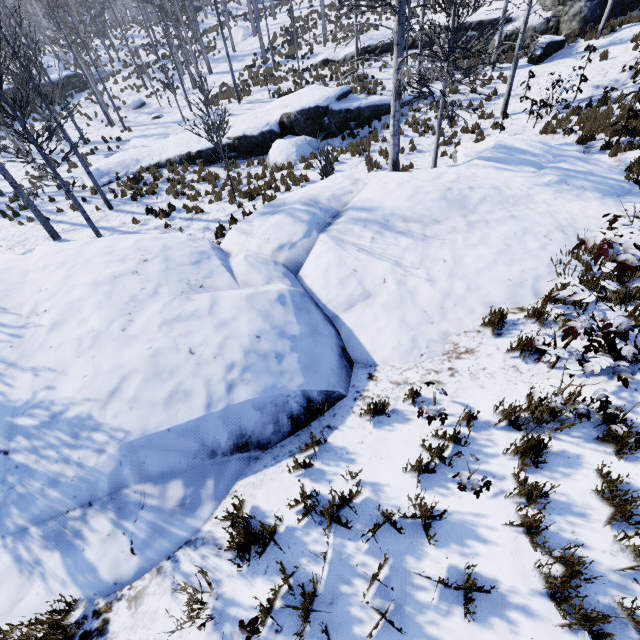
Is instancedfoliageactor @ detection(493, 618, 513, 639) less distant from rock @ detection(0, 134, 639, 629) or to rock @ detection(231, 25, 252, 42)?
rock @ detection(0, 134, 639, 629)

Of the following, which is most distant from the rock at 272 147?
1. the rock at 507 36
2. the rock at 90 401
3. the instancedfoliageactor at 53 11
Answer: the rock at 90 401

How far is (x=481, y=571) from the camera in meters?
2.3

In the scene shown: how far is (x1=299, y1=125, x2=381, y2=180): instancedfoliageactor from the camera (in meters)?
10.58

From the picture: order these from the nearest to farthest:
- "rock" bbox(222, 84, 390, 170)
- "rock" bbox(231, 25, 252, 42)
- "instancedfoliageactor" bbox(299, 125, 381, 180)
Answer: "instancedfoliageactor" bbox(299, 125, 381, 180)
"rock" bbox(222, 84, 390, 170)
"rock" bbox(231, 25, 252, 42)

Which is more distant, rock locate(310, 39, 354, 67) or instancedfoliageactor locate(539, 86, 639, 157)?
rock locate(310, 39, 354, 67)

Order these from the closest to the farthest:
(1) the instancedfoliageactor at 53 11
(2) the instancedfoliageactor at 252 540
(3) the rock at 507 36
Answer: (2) the instancedfoliageactor at 252 540 → (1) the instancedfoliageactor at 53 11 → (3) the rock at 507 36

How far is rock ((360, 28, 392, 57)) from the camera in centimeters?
2170cm
